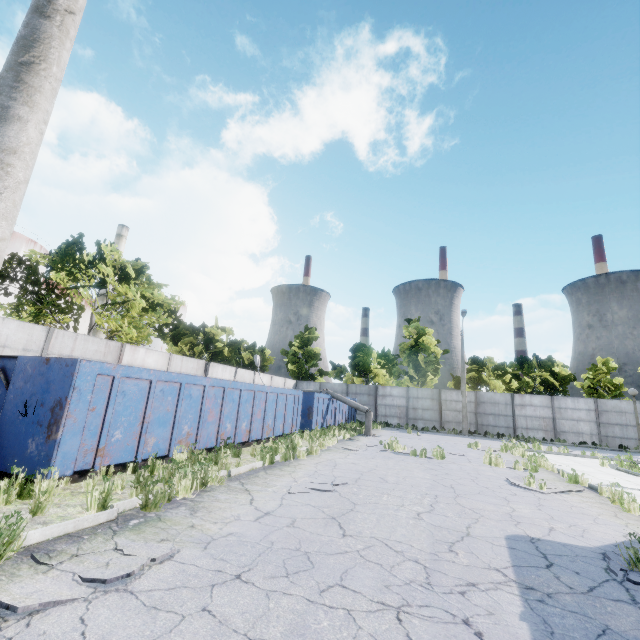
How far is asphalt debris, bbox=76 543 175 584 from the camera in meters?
3.1 m

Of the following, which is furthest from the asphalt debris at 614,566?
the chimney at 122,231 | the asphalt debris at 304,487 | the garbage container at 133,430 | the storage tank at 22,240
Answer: the chimney at 122,231

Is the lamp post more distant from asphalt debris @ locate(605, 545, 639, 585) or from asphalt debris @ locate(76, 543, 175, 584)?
asphalt debris @ locate(605, 545, 639, 585)

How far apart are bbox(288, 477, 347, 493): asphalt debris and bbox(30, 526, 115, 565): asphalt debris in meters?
3.0 m

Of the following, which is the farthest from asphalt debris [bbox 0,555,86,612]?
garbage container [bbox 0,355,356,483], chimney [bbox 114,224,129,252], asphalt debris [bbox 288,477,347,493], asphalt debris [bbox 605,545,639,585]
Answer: chimney [bbox 114,224,129,252]

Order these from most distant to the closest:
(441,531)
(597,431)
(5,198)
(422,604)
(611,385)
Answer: (611,385) < (597,431) < (441,531) < (422,604) < (5,198)

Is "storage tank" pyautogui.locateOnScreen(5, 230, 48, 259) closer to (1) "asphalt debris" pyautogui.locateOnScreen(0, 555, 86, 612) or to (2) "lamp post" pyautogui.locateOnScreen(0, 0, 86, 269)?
(1) "asphalt debris" pyautogui.locateOnScreen(0, 555, 86, 612)

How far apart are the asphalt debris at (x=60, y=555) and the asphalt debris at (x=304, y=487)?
3.0 meters
